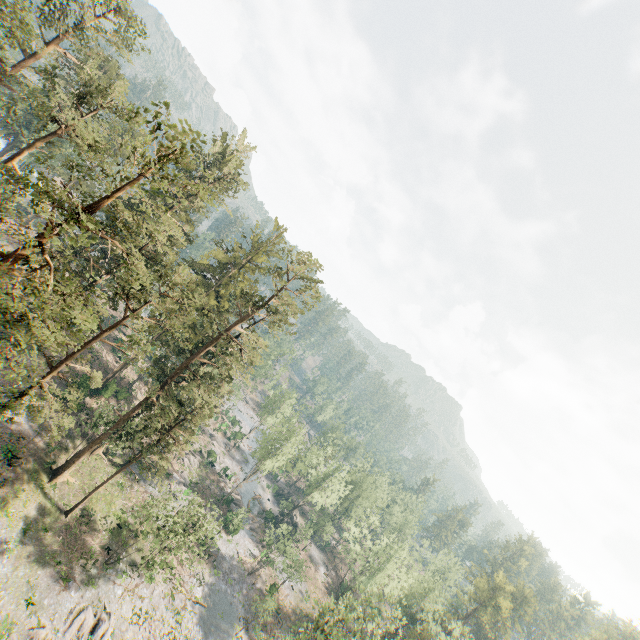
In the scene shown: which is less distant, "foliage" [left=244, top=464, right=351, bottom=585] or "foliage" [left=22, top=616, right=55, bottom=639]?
"foliage" [left=22, top=616, right=55, bottom=639]

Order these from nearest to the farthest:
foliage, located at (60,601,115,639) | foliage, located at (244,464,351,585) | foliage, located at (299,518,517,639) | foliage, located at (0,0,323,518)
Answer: foliage, located at (0,0,323,518) < foliage, located at (60,601,115,639) < foliage, located at (299,518,517,639) < foliage, located at (244,464,351,585)

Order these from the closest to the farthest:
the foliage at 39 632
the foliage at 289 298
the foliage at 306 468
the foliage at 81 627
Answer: the foliage at 289 298 → the foliage at 39 632 → the foliage at 81 627 → the foliage at 306 468

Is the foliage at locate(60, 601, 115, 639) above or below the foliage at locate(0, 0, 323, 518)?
below

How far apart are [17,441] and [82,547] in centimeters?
1222cm

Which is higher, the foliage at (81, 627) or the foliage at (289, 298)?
the foliage at (289, 298)
